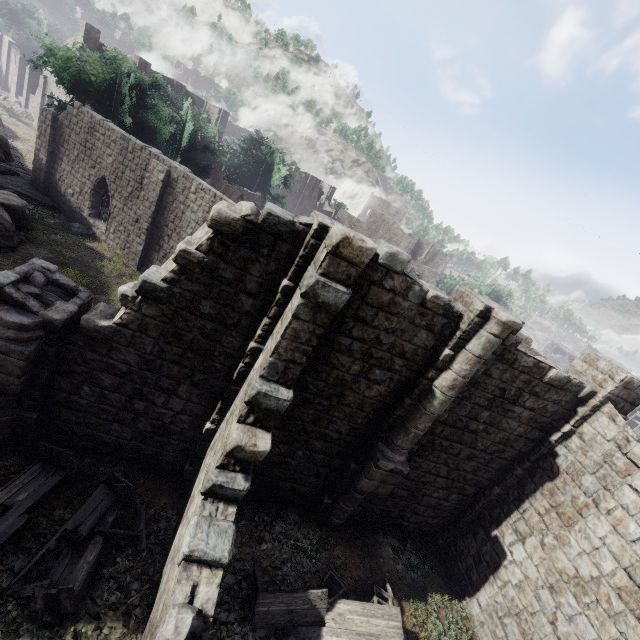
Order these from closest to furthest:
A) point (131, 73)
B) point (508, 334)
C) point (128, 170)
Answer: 1. point (508, 334)
2. point (128, 170)
3. point (131, 73)

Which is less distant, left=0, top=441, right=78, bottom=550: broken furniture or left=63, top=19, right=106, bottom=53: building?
left=0, top=441, right=78, bottom=550: broken furniture

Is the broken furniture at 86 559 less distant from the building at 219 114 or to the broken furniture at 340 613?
the building at 219 114

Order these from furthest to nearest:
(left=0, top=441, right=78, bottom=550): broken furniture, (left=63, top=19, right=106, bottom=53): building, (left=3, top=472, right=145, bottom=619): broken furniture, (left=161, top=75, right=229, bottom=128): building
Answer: (left=161, top=75, right=229, bottom=128): building, (left=63, top=19, right=106, bottom=53): building, (left=0, top=441, right=78, bottom=550): broken furniture, (left=3, top=472, right=145, bottom=619): broken furniture

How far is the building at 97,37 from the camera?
30.8m

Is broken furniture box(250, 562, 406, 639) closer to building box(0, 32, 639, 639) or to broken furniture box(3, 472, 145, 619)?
building box(0, 32, 639, 639)

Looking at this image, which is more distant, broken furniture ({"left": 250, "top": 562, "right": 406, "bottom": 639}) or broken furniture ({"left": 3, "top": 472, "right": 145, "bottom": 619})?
broken furniture ({"left": 250, "top": 562, "right": 406, "bottom": 639})
